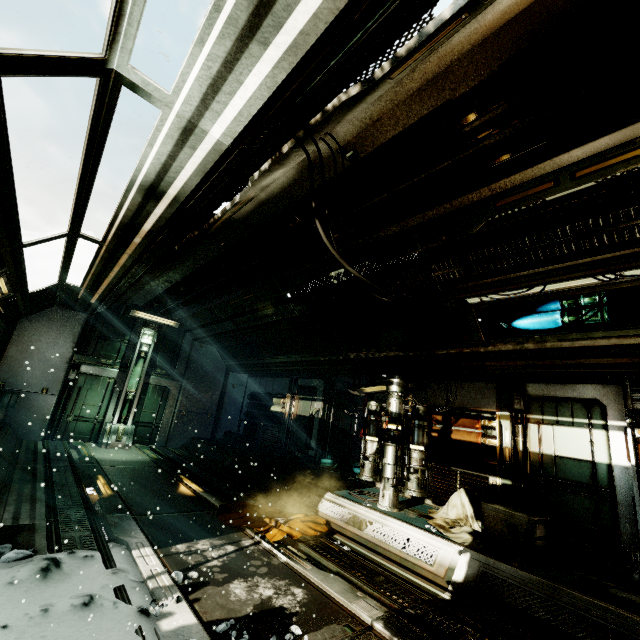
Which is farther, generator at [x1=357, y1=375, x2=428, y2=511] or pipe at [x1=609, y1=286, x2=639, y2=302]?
generator at [x1=357, y1=375, x2=428, y2=511]

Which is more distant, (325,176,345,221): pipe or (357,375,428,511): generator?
(357,375,428,511): generator

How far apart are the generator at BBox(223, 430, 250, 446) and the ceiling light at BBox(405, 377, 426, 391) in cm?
514

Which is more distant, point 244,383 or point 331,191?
point 244,383

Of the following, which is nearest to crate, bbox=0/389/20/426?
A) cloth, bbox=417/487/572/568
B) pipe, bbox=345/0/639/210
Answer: pipe, bbox=345/0/639/210

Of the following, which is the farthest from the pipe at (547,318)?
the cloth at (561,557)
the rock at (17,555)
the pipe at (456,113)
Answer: the rock at (17,555)

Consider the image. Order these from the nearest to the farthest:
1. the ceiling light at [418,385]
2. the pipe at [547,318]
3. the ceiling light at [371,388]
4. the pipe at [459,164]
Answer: the pipe at [459,164]
the pipe at [547,318]
the ceiling light at [418,385]
the ceiling light at [371,388]

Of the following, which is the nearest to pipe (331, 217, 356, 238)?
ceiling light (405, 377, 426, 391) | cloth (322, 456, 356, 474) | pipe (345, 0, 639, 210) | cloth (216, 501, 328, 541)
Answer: pipe (345, 0, 639, 210)
